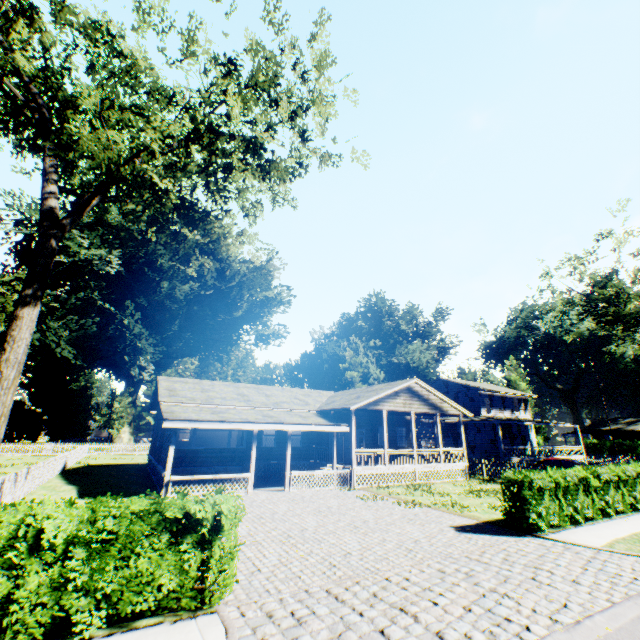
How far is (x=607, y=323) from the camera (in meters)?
33.09

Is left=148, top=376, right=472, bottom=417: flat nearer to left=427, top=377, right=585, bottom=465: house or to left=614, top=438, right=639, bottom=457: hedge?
left=427, top=377, right=585, bottom=465: house

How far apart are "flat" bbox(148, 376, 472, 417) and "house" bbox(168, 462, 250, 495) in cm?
322

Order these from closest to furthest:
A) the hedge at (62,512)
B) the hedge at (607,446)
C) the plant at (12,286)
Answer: the hedge at (62,512) → the plant at (12,286) → the hedge at (607,446)

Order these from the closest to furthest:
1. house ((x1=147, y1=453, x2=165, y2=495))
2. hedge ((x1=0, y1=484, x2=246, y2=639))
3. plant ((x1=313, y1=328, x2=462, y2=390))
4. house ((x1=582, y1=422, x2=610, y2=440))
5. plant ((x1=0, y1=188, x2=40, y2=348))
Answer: hedge ((x1=0, y1=484, x2=246, y2=639))
house ((x1=147, y1=453, x2=165, y2=495))
plant ((x1=0, y1=188, x2=40, y2=348))
plant ((x1=313, y1=328, x2=462, y2=390))
house ((x1=582, y1=422, x2=610, y2=440))

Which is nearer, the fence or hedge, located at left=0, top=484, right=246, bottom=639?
hedge, located at left=0, top=484, right=246, bottom=639

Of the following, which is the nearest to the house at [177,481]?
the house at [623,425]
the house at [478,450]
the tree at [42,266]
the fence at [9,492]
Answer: the house at [478,450]
